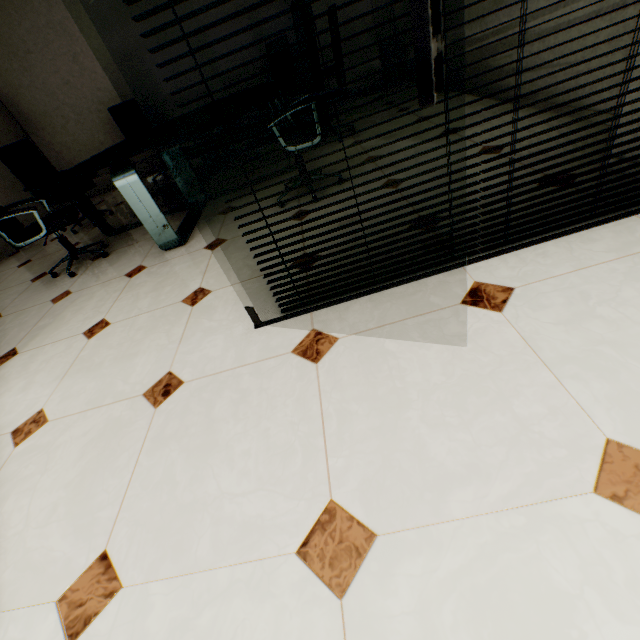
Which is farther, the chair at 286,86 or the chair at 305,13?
the chair at 286,86

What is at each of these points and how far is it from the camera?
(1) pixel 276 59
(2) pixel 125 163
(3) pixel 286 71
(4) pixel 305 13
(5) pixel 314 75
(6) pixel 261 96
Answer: (1) chair, 5.1 meters
(2) table, 2.4 meters
(3) chair, 5.1 meters
(4) chair, 2.0 meters
(5) chair, 2.2 meters
(6) table, 2.9 meters

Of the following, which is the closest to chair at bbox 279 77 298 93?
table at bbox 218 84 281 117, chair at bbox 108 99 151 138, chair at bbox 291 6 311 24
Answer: table at bbox 218 84 281 117

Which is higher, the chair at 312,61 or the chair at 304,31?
the chair at 304,31

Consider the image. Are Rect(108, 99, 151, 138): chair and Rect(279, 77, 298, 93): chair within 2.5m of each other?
yes

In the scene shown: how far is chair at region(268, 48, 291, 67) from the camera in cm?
491

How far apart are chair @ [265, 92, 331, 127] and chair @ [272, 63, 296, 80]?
2.8 meters

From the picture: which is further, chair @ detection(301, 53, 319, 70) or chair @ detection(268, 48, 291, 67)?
chair @ detection(268, 48, 291, 67)
